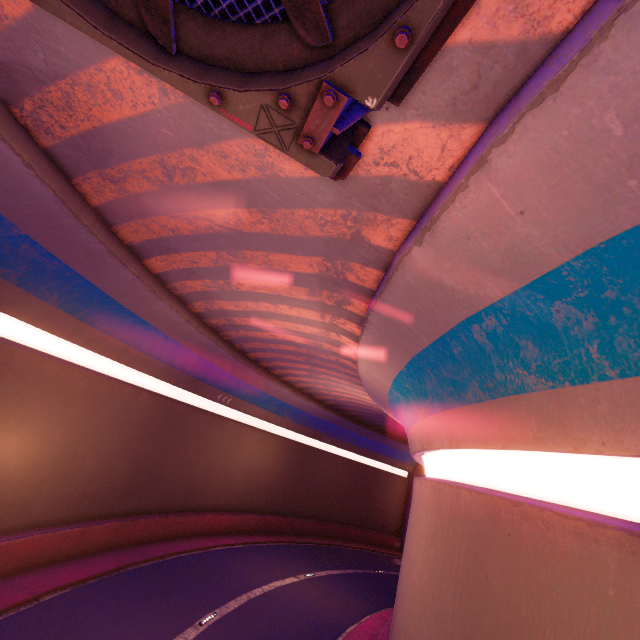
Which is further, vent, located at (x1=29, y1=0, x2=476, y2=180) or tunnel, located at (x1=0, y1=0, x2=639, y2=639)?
tunnel, located at (x1=0, y1=0, x2=639, y2=639)

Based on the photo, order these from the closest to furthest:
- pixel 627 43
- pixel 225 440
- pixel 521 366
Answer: pixel 627 43, pixel 521 366, pixel 225 440

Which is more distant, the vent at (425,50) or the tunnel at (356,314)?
the tunnel at (356,314)
